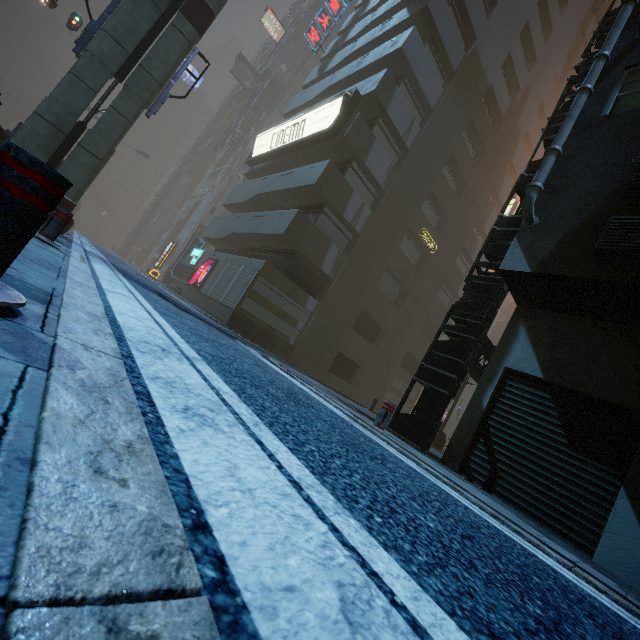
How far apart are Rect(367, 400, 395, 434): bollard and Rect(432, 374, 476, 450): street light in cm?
1159

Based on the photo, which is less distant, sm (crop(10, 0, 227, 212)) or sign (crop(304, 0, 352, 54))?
sm (crop(10, 0, 227, 212))

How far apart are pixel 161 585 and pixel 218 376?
2.1m

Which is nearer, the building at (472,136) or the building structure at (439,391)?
the building structure at (439,391)

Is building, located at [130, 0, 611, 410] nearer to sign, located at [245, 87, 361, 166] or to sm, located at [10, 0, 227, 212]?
sign, located at [245, 87, 361, 166]

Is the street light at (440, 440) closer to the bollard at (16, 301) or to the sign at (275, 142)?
the sign at (275, 142)

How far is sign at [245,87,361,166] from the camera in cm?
1652

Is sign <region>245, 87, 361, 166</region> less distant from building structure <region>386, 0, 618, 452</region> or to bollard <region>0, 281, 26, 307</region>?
building structure <region>386, 0, 618, 452</region>
